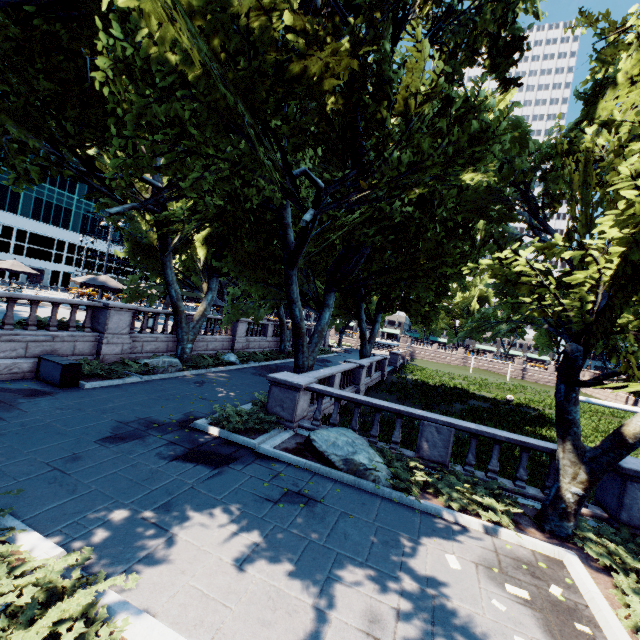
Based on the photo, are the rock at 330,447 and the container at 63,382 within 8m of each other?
no

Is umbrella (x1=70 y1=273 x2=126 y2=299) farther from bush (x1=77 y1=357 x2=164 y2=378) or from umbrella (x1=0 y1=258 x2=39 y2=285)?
bush (x1=77 y1=357 x2=164 y2=378)

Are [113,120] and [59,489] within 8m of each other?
no

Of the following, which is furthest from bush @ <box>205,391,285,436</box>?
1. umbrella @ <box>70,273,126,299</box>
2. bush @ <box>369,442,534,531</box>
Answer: umbrella @ <box>70,273,126,299</box>

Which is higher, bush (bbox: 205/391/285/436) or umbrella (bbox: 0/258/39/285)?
umbrella (bbox: 0/258/39/285)

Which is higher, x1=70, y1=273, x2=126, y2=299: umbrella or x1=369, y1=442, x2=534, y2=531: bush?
x1=70, y1=273, x2=126, y2=299: umbrella

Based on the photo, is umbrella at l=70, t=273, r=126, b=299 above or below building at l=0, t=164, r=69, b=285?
below

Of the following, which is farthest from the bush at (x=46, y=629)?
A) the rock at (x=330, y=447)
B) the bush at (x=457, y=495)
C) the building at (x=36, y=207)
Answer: the building at (x=36, y=207)
